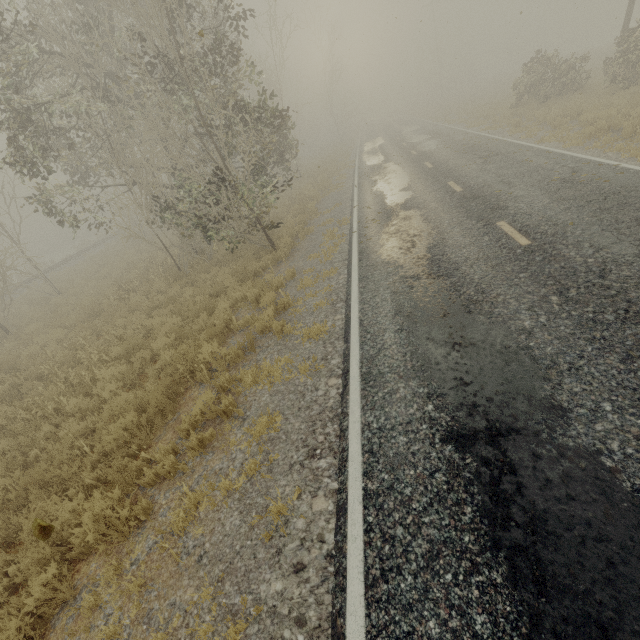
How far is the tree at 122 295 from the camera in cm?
1211

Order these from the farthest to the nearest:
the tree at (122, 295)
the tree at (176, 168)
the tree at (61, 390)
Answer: the tree at (122, 295), the tree at (176, 168), the tree at (61, 390)

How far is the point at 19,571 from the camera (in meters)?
4.38

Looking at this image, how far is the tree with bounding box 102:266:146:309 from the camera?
12.11m

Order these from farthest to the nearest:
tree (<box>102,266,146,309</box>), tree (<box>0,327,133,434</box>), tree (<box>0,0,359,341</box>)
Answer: tree (<box>102,266,146,309</box>) < tree (<box>0,0,359,341</box>) < tree (<box>0,327,133,434</box>)

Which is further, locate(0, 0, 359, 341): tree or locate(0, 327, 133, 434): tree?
locate(0, 0, 359, 341): tree
